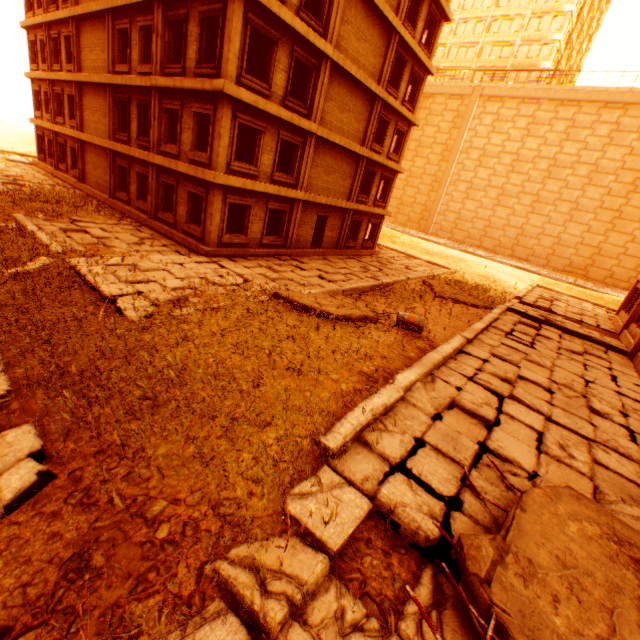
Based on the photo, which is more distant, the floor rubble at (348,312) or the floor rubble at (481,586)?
the floor rubble at (348,312)

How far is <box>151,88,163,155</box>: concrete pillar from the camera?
14.6m

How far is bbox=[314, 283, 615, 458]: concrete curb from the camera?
4.7 meters

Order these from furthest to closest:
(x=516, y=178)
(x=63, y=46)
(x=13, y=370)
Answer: (x=516, y=178) → (x=63, y=46) → (x=13, y=370)

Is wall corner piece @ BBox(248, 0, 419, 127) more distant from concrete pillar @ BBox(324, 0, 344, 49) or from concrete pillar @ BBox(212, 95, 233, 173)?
concrete pillar @ BBox(212, 95, 233, 173)

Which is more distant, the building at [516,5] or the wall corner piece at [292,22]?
the building at [516,5]

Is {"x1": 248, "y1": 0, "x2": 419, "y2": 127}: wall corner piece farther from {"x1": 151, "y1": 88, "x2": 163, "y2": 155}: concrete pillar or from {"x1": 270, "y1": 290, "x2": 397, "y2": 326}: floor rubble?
{"x1": 270, "y1": 290, "x2": 397, "y2": 326}: floor rubble

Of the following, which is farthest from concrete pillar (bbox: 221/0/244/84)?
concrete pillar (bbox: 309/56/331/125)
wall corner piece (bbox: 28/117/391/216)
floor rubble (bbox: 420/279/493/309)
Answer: floor rubble (bbox: 420/279/493/309)
